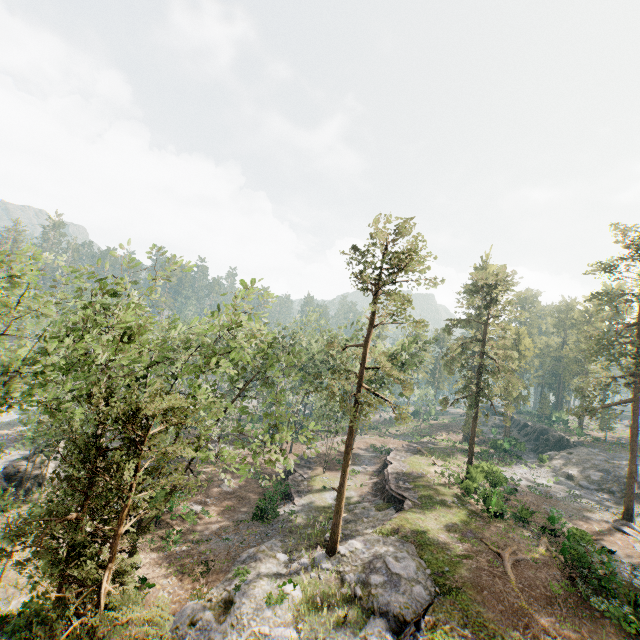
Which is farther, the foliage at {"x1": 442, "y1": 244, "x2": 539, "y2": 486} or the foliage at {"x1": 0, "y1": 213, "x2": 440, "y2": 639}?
the foliage at {"x1": 442, "y1": 244, "x2": 539, "y2": 486}

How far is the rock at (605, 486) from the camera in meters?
38.9 m

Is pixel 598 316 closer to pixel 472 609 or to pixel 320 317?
pixel 472 609

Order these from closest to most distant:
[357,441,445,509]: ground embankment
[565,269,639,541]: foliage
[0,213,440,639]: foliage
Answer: [0,213,440,639]: foliage
[357,441,445,509]: ground embankment
[565,269,639,541]: foliage

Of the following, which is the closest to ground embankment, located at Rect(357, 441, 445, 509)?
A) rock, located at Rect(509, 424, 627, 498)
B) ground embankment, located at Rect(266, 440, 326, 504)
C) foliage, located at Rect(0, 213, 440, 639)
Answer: foliage, located at Rect(0, 213, 440, 639)

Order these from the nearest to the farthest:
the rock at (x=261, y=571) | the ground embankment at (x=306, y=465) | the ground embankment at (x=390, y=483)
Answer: the rock at (x=261, y=571) < the ground embankment at (x=390, y=483) < the ground embankment at (x=306, y=465)

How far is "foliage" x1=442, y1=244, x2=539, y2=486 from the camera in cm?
3344

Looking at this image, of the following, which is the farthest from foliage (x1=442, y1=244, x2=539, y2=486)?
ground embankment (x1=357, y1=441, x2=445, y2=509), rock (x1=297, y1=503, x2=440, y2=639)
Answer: ground embankment (x1=357, y1=441, x2=445, y2=509)
